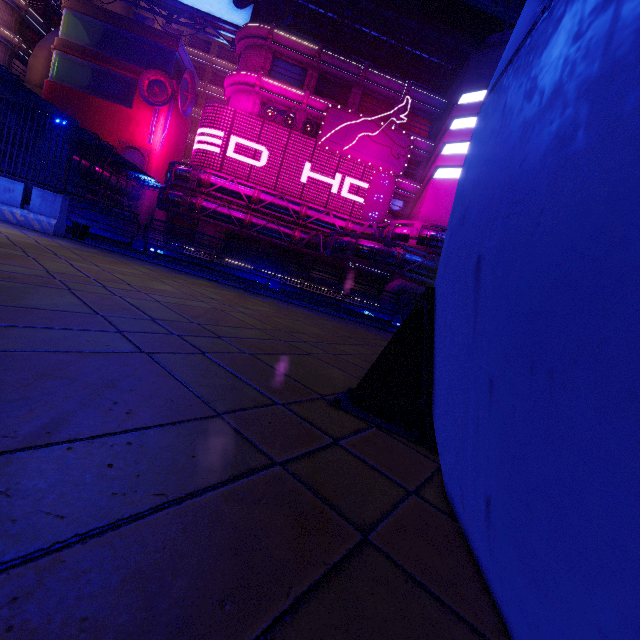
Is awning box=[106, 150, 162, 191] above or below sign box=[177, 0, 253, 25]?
below

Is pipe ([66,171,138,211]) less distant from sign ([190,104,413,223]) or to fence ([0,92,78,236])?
sign ([190,104,413,223])

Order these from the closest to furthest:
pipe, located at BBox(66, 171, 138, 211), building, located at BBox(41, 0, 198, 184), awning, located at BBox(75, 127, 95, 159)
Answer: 1. awning, located at BBox(75, 127, 95, 159)
2. pipe, located at BBox(66, 171, 138, 211)
3. building, located at BBox(41, 0, 198, 184)

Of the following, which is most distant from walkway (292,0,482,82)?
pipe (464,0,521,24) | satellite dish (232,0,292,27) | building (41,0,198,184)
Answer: pipe (464,0,521,24)

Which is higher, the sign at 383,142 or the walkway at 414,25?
the walkway at 414,25

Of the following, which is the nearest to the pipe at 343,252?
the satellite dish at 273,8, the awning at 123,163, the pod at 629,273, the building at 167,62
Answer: the building at 167,62

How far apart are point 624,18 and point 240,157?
37.2m

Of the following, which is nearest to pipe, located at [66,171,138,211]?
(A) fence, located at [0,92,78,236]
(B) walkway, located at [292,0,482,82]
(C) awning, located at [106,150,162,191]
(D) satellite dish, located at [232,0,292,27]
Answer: (C) awning, located at [106,150,162,191]
